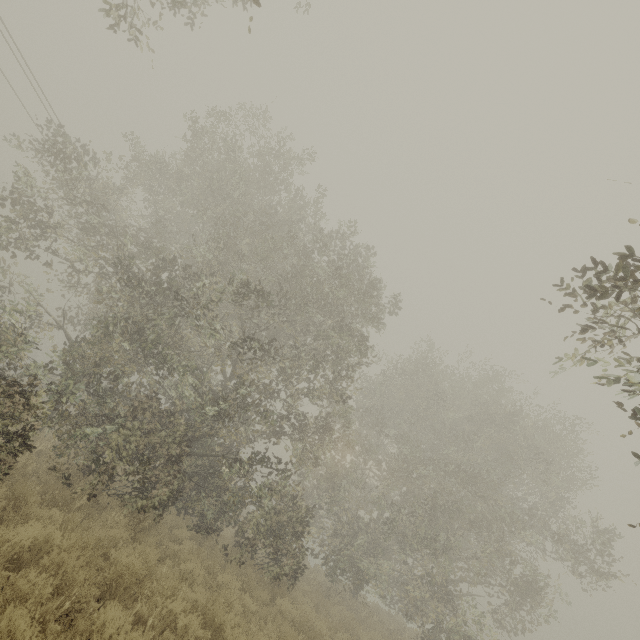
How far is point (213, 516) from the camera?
12.3m
